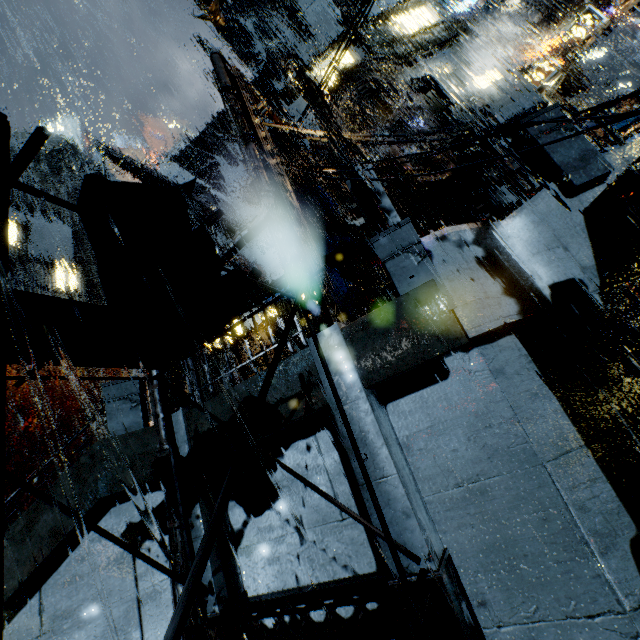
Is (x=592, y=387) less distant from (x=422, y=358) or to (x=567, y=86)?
(x=422, y=358)

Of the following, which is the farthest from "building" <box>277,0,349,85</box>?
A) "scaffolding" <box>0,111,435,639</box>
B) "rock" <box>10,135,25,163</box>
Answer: "rock" <box>10,135,25,163</box>

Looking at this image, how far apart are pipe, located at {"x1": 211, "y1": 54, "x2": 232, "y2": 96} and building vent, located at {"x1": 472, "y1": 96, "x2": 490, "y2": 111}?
14.6m

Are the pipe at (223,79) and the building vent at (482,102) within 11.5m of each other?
no

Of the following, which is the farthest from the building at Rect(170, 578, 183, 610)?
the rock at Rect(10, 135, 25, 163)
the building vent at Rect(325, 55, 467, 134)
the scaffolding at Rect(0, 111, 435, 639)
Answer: the rock at Rect(10, 135, 25, 163)

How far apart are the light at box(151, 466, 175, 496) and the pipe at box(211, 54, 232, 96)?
9.74m

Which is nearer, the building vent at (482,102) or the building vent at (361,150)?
the building vent at (361,150)

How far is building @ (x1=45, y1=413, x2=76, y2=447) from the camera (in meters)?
33.97
